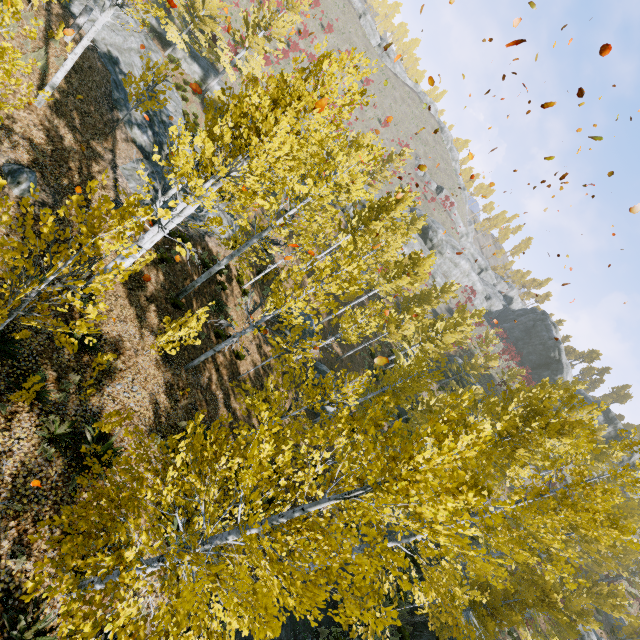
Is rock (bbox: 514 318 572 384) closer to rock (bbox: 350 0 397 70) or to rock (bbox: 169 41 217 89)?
rock (bbox: 350 0 397 70)

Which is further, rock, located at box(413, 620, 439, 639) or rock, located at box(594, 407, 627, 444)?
rock, located at box(594, 407, 627, 444)

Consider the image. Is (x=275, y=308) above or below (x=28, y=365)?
above

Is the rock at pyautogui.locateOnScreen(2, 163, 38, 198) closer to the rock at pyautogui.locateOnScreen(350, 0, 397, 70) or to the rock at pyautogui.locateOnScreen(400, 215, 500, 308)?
the rock at pyautogui.locateOnScreen(400, 215, 500, 308)

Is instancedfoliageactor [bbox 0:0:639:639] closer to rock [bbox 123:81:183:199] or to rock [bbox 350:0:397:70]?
rock [bbox 123:81:183:199]

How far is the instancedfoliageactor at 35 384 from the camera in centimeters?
600cm

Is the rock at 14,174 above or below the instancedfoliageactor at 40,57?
below

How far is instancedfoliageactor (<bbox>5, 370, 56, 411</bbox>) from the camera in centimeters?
600cm
